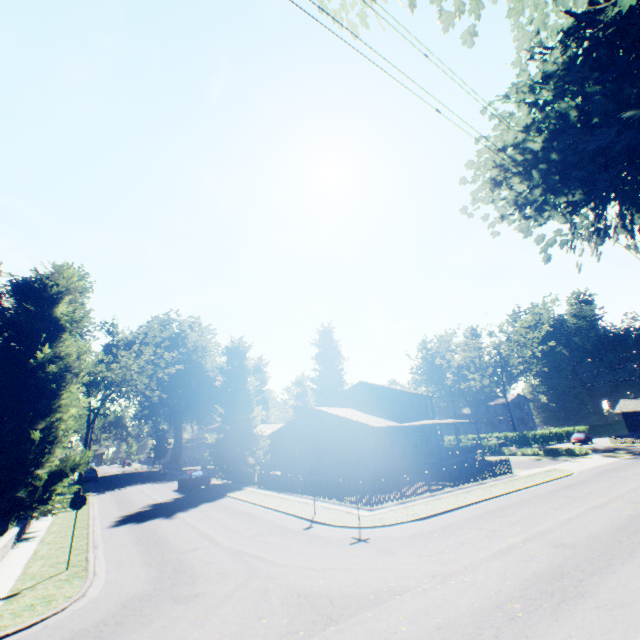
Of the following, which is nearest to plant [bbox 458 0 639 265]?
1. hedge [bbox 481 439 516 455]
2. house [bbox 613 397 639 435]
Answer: hedge [bbox 481 439 516 455]

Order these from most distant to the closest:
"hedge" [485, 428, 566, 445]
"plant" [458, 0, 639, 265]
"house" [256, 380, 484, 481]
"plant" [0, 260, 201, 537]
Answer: "hedge" [485, 428, 566, 445]
"house" [256, 380, 484, 481]
"plant" [0, 260, 201, 537]
"plant" [458, 0, 639, 265]

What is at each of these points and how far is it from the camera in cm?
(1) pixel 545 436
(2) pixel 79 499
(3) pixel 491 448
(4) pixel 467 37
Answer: (1) hedge, 5606
(2) sign, 1188
(3) hedge, 4281
(4) plant, 573

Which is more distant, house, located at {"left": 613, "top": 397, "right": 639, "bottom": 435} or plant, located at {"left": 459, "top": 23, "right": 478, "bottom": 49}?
A: house, located at {"left": 613, "top": 397, "right": 639, "bottom": 435}

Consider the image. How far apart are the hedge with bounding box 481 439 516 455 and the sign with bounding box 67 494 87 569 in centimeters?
4368cm

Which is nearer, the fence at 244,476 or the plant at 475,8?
the plant at 475,8

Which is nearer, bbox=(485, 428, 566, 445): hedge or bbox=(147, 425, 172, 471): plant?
bbox=(485, 428, 566, 445): hedge

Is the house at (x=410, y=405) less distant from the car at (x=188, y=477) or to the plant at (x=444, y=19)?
the plant at (x=444, y=19)
